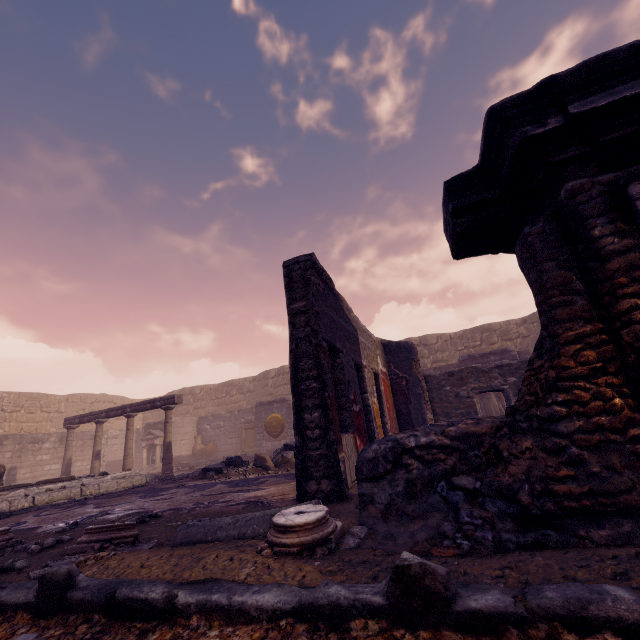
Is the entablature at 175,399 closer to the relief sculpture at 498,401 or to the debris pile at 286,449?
the debris pile at 286,449

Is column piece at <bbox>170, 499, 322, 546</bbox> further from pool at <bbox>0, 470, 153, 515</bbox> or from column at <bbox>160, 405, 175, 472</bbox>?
column at <bbox>160, 405, 175, 472</bbox>

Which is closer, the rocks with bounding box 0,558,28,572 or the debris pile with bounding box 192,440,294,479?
the rocks with bounding box 0,558,28,572

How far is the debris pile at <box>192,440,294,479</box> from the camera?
7.4m

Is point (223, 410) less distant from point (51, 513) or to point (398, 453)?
point (51, 513)

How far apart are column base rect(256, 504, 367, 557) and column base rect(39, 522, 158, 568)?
0.2m

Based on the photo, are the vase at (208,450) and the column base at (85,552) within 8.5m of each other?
no

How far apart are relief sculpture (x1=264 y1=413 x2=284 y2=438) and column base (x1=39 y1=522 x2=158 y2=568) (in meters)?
11.84
